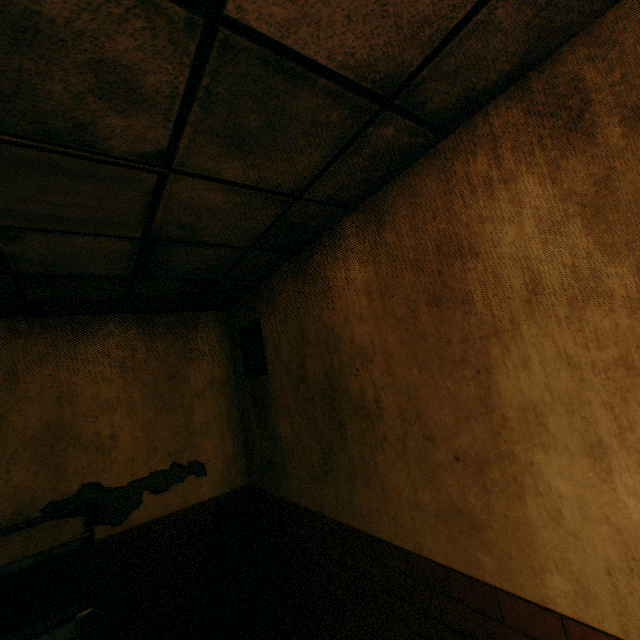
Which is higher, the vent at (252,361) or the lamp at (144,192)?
the lamp at (144,192)

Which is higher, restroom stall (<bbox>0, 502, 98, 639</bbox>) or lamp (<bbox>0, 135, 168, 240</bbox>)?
lamp (<bbox>0, 135, 168, 240</bbox>)

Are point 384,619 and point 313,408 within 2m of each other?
yes

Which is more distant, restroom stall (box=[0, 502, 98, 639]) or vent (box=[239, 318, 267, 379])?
vent (box=[239, 318, 267, 379])

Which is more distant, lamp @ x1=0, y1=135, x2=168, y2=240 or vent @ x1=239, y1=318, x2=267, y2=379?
vent @ x1=239, y1=318, x2=267, y2=379

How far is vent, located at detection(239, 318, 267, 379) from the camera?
3.1m

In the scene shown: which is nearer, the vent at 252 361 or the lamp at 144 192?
the lamp at 144 192

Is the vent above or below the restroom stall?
above
